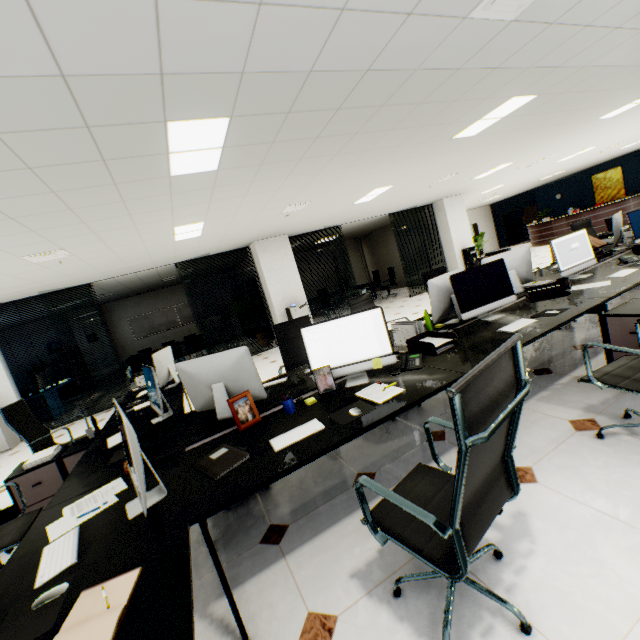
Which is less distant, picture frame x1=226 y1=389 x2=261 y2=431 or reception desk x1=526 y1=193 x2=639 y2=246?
picture frame x1=226 y1=389 x2=261 y2=431

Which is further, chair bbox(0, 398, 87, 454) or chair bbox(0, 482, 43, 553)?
chair bbox(0, 398, 87, 454)

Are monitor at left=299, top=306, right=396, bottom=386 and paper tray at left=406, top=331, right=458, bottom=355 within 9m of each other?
yes

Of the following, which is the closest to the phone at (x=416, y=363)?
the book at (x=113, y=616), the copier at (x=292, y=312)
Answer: the book at (x=113, y=616)

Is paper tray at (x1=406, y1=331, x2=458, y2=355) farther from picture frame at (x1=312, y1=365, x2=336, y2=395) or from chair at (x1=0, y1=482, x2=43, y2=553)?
chair at (x1=0, y1=482, x2=43, y2=553)

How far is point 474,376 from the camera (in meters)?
0.95

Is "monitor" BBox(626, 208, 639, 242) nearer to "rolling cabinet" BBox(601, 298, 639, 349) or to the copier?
"rolling cabinet" BBox(601, 298, 639, 349)

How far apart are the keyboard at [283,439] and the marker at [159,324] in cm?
1315
